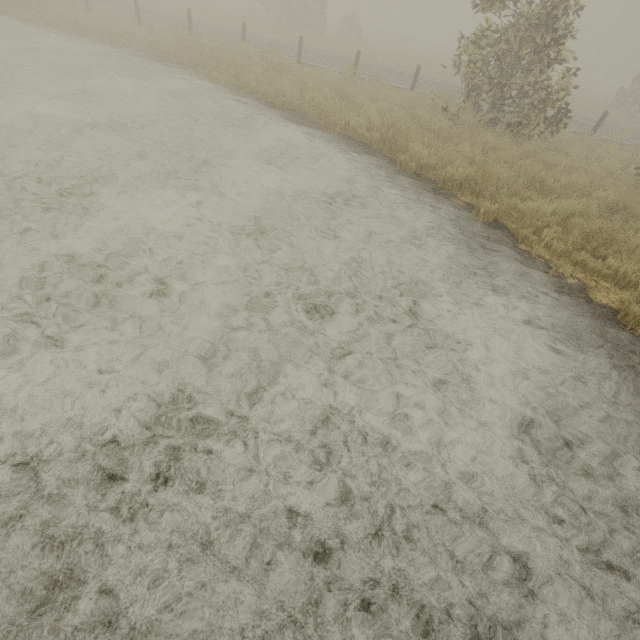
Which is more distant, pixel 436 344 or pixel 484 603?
pixel 436 344
